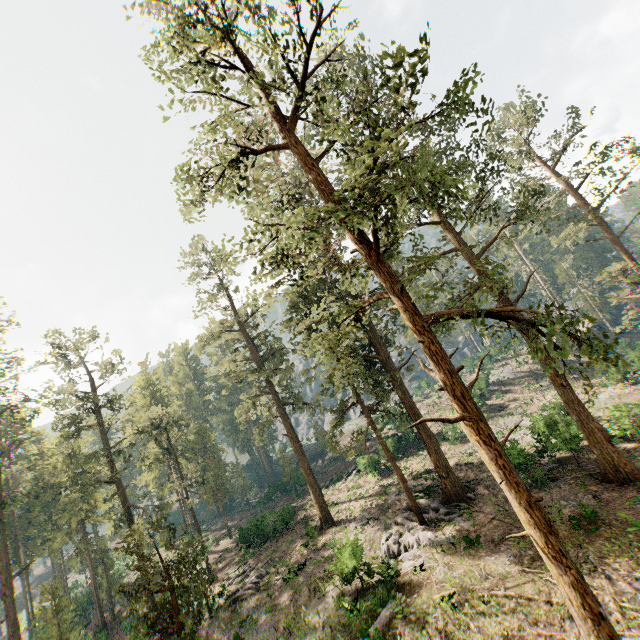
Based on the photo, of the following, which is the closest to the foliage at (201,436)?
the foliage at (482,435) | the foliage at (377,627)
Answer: the foliage at (482,435)

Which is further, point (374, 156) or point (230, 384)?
point (230, 384)

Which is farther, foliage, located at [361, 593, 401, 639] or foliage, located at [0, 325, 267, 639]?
foliage, located at [0, 325, 267, 639]

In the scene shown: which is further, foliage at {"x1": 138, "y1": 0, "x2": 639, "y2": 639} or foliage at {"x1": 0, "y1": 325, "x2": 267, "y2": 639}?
foliage at {"x1": 0, "y1": 325, "x2": 267, "y2": 639}

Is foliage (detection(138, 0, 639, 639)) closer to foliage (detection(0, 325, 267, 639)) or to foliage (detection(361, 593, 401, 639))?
foliage (detection(361, 593, 401, 639))

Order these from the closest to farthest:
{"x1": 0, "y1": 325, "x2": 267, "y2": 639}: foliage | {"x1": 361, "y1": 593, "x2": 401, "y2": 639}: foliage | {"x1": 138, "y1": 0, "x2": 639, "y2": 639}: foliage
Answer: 1. {"x1": 138, "y1": 0, "x2": 639, "y2": 639}: foliage
2. {"x1": 361, "y1": 593, "x2": 401, "y2": 639}: foliage
3. {"x1": 0, "y1": 325, "x2": 267, "y2": 639}: foliage

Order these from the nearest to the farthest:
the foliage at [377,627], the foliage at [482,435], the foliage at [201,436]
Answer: the foliage at [482,435], the foliage at [377,627], the foliage at [201,436]
